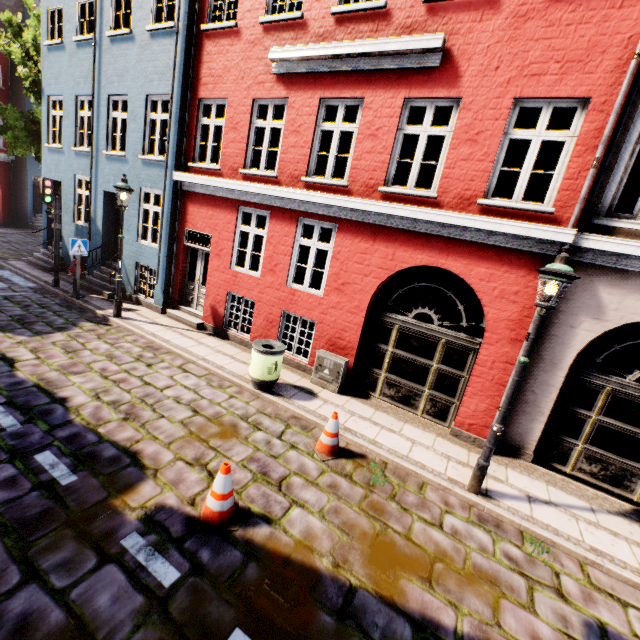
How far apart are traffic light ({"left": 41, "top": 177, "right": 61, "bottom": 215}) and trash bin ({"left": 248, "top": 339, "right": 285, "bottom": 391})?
8.72m

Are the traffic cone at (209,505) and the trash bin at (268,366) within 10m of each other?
yes

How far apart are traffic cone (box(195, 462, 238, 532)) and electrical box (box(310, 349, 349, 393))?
3.69m

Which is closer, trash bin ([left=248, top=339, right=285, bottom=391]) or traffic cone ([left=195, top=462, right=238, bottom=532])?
traffic cone ([left=195, top=462, right=238, bottom=532])

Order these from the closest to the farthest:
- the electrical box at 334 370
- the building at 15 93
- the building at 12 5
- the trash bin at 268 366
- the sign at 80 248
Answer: the trash bin at 268 366 < the electrical box at 334 370 < the sign at 80 248 < the building at 12 5 < the building at 15 93

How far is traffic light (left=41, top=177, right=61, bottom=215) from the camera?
9.93m

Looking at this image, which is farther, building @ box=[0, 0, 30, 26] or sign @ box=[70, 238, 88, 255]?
building @ box=[0, 0, 30, 26]

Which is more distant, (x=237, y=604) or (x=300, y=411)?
(x=300, y=411)
